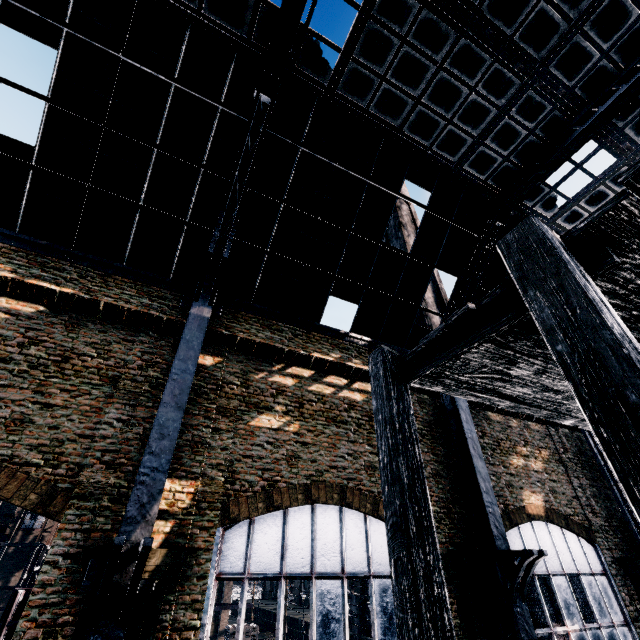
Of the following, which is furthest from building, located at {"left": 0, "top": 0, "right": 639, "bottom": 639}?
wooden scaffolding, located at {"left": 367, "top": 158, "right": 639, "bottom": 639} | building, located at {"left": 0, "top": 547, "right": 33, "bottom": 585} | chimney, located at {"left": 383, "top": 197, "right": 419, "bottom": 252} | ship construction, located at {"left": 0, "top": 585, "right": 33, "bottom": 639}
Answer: building, located at {"left": 0, "top": 547, "right": 33, "bottom": 585}

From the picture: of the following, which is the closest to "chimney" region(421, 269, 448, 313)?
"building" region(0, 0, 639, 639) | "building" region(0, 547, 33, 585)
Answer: "building" region(0, 0, 639, 639)

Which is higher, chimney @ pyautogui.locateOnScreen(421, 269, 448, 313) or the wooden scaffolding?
chimney @ pyautogui.locateOnScreen(421, 269, 448, 313)

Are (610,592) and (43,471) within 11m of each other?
no

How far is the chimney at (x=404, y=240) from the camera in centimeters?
3361cm

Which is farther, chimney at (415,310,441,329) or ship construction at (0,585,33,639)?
chimney at (415,310,441,329)

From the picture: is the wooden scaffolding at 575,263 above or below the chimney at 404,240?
below

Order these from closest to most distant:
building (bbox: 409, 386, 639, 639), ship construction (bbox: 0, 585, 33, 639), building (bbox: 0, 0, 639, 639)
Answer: building (bbox: 0, 0, 639, 639)
building (bbox: 409, 386, 639, 639)
ship construction (bbox: 0, 585, 33, 639)
